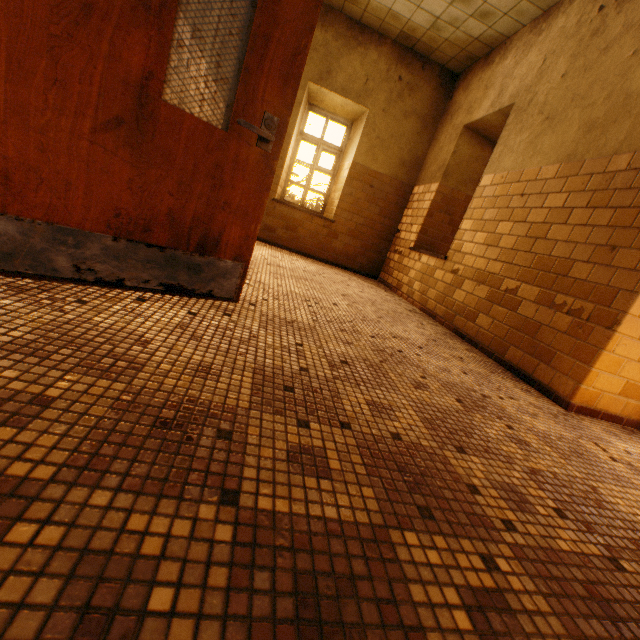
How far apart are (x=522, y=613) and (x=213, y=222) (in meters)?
1.96
